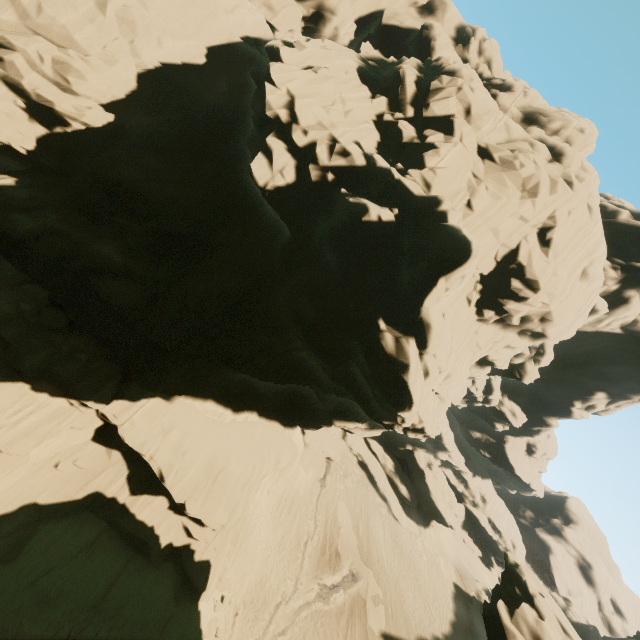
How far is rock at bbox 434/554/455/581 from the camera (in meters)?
36.15

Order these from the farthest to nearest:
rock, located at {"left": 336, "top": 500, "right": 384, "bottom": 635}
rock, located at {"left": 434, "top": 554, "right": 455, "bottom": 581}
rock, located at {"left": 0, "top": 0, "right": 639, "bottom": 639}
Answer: rock, located at {"left": 434, "top": 554, "right": 455, "bottom": 581} < rock, located at {"left": 336, "top": 500, "right": 384, "bottom": 635} < rock, located at {"left": 0, "top": 0, "right": 639, "bottom": 639}

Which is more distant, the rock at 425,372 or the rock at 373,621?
the rock at 373,621

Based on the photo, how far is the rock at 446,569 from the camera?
36.15m

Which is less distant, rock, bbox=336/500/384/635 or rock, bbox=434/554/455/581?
rock, bbox=336/500/384/635

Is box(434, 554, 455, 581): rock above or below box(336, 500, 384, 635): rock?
above

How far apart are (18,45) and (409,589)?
46.2 meters
